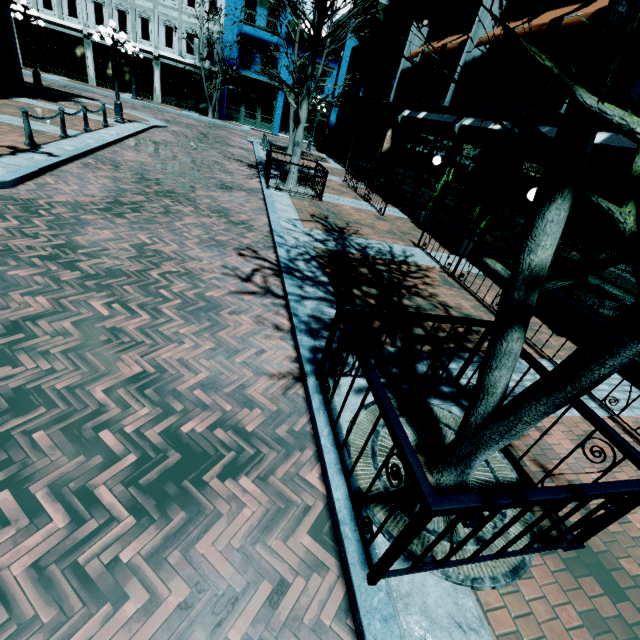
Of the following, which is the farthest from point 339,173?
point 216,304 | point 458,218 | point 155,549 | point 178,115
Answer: point 155,549

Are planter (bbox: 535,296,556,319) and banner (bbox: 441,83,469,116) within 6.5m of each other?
no

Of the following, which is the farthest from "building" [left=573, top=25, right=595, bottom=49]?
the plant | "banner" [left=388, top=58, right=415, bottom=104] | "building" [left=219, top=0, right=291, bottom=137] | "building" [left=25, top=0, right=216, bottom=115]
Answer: "building" [left=25, top=0, right=216, bottom=115]

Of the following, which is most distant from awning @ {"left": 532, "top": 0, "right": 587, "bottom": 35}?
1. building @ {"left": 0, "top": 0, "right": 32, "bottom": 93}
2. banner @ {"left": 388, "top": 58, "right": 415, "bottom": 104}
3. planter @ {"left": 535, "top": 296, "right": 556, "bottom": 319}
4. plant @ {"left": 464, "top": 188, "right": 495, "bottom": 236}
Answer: banner @ {"left": 388, "top": 58, "right": 415, "bottom": 104}

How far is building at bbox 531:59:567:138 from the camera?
8.14m

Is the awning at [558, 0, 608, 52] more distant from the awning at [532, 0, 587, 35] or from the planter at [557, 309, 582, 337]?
the planter at [557, 309, 582, 337]

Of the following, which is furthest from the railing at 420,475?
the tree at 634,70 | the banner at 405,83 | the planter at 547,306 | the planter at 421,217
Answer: the banner at 405,83

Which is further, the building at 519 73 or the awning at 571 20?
the building at 519 73
